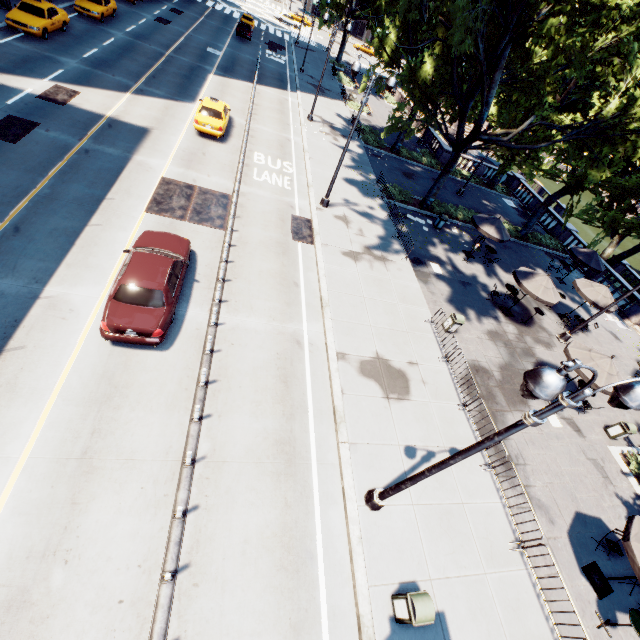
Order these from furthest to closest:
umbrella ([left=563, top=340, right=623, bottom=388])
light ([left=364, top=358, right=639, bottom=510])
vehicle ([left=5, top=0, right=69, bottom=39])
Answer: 1. vehicle ([left=5, top=0, right=69, bottom=39])
2. umbrella ([left=563, top=340, right=623, bottom=388])
3. light ([left=364, top=358, right=639, bottom=510])

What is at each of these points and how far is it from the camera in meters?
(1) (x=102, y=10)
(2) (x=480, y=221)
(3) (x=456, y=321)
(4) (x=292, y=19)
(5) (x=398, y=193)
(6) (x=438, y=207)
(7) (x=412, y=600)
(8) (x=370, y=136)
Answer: (1) vehicle, 27.1 m
(2) umbrella, 20.7 m
(3) garbage can, 15.4 m
(4) vehicle, 58.8 m
(5) bush, 24.4 m
(6) bush, 25.4 m
(7) garbage can, 7.4 m
(8) bush, 31.6 m

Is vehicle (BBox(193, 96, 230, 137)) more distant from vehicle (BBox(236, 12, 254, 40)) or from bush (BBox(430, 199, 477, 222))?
vehicle (BBox(236, 12, 254, 40))

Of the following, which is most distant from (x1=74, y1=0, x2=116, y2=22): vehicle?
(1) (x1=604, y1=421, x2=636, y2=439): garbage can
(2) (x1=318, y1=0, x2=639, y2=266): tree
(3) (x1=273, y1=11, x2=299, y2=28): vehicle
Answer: (1) (x1=604, y1=421, x2=636, y2=439): garbage can

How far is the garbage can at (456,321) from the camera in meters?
15.5 m

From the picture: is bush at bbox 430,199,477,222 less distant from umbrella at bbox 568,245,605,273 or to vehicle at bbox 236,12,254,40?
umbrella at bbox 568,245,605,273

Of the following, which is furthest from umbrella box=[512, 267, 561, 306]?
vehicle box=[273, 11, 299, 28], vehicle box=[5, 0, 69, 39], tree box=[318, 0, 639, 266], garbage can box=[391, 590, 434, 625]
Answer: vehicle box=[273, 11, 299, 28]

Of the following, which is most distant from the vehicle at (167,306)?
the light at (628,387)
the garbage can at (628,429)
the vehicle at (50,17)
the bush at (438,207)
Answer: the vehicle at (50,17)
